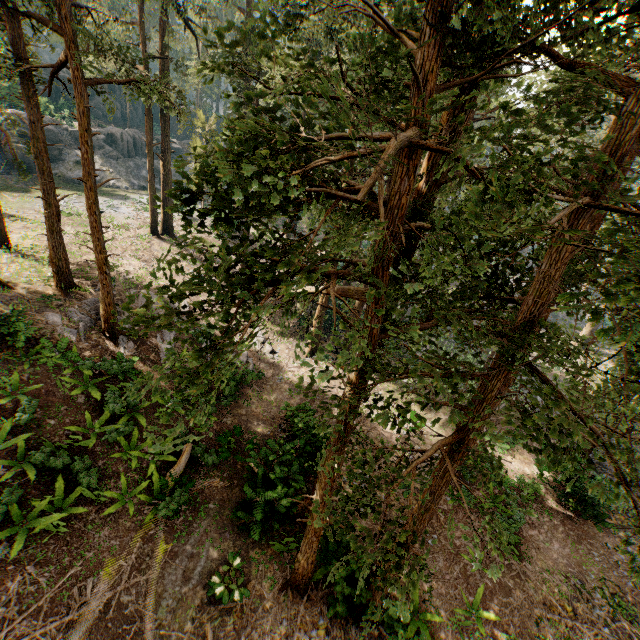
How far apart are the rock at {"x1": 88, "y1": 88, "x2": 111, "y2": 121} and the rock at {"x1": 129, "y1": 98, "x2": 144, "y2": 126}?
0.5m

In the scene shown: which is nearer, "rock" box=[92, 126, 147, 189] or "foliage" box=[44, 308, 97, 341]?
"foliage" box=[44, 308, 97, 341]

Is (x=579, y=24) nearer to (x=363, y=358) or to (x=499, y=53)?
(x=499, y=53)

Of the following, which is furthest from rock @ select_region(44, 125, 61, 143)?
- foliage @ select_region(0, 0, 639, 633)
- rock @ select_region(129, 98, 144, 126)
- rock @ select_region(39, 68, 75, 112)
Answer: rock @ select_region(129, 98, 144, 126)

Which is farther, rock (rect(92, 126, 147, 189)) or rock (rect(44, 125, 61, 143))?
rock (rect(92, 126, 147, 189))

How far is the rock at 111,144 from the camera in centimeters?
4103cm

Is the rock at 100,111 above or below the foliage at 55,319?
above
